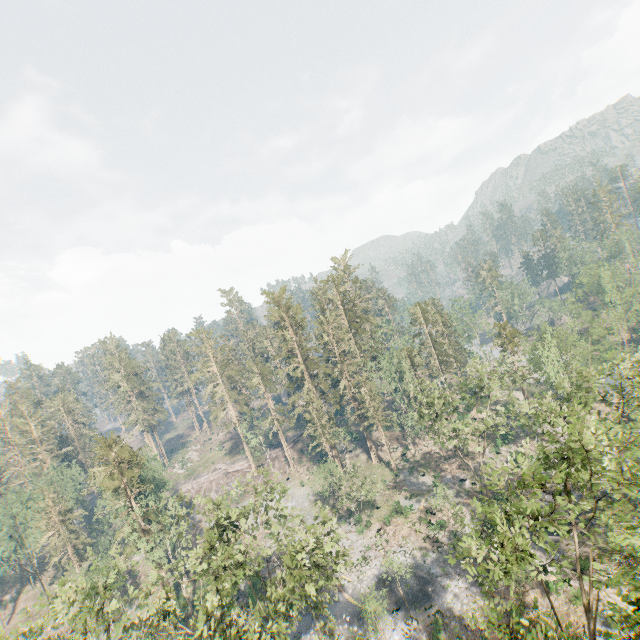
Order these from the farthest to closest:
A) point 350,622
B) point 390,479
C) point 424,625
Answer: point 390,479 < point 350,622 < point 424,625

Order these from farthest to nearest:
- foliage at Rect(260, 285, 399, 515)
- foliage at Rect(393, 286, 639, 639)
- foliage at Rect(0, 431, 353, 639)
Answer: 1. foliage at Rect(260, 285, 399, 515)
2. foliage at Rect(0, 431, 353, 639)
3. foliage at Rect(393, 286, 639, 639)

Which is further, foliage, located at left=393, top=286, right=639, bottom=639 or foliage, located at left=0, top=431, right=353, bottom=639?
foliage, located at left=0, top=431, right=353, bottom=639

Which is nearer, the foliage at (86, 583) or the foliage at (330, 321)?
the foliage at (86, 583)

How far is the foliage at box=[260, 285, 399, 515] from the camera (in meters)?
49.31
